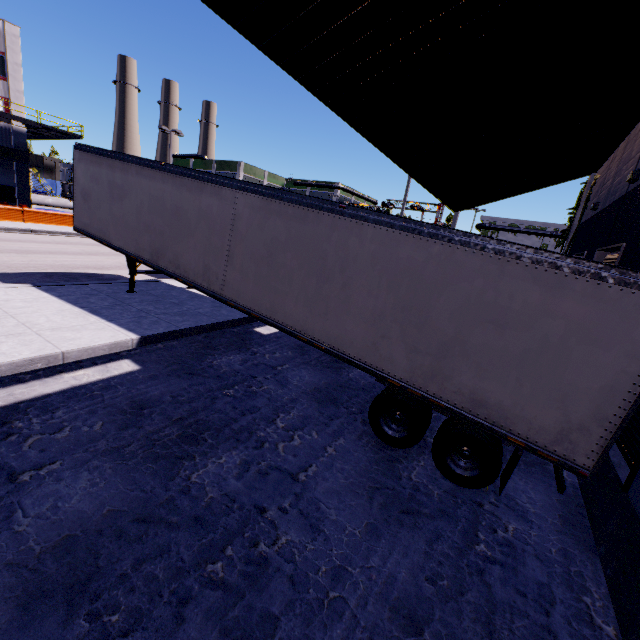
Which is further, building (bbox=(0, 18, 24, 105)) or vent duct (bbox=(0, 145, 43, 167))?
vent duct (bbox=(0, 145, 43, 167))

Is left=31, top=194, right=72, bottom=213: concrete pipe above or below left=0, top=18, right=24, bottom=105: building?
below

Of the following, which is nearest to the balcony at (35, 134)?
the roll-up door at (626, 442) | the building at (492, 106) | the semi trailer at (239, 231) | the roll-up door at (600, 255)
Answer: the building at (492, 106)

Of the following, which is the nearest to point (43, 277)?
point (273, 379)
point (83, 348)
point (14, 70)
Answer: point (83, 348)

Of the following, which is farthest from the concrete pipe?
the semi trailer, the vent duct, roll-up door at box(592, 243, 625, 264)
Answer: roll-up door at box(592, 243, 625, 264)

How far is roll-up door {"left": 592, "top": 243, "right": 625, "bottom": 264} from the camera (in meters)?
7.59

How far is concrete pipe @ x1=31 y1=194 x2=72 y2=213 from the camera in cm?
3312

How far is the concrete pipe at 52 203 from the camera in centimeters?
3312cm
